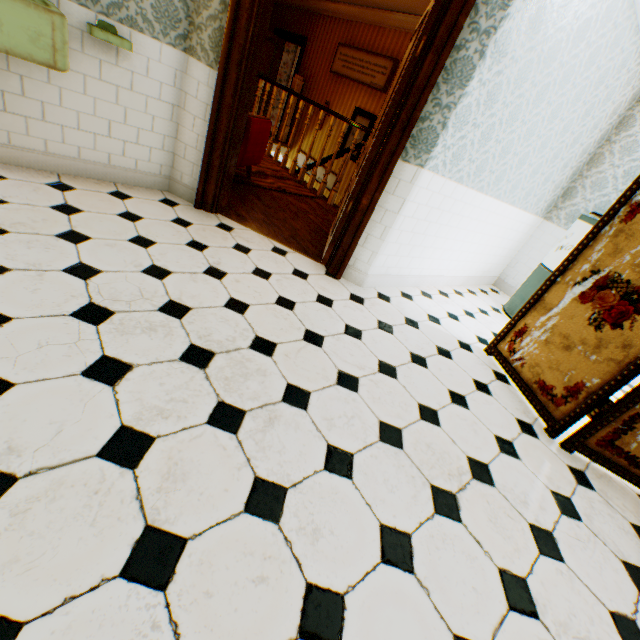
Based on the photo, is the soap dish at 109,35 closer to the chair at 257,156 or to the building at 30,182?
the building at 30,182

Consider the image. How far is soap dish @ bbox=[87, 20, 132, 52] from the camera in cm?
220

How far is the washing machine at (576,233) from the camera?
3.7 meters

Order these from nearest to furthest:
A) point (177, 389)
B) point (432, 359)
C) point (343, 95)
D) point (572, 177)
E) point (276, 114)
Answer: point (177, 389)
point (432, 359)
point (572, 177)
point (343, 95)
point (276, 114)

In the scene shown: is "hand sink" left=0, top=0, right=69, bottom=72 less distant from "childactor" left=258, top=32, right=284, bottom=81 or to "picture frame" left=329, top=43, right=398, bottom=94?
"picture frame" left=329, top=43, right=398, bottom=94

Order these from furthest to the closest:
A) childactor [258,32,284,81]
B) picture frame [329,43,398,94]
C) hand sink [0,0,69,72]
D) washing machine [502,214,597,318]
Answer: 1. childactor [258,32,284,81]
2. picture frame [329,43,398,94]
3. washing machine [502,214,597,318]
4. hand sink [0,0,69,72]

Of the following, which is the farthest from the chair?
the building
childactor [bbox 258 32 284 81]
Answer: childactor [bbox 258 32 284 81]

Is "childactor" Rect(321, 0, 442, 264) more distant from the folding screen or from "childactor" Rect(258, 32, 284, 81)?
"childactor" Rect(258, 32, 284, 81)
